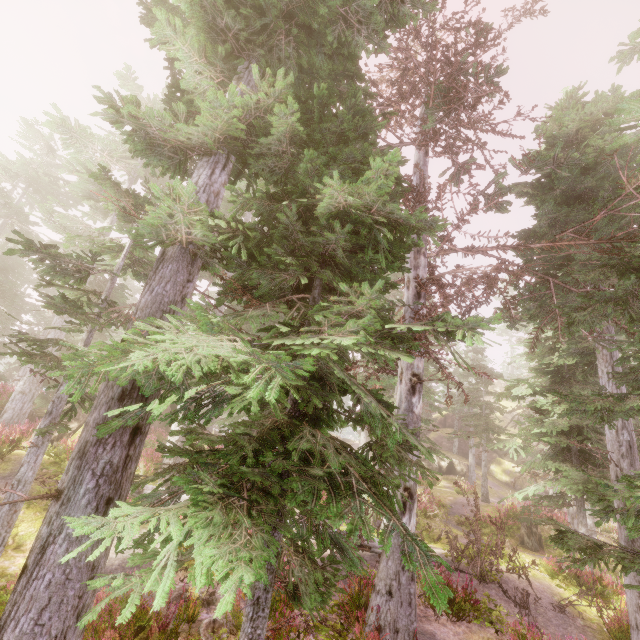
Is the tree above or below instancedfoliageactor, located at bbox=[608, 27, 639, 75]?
below

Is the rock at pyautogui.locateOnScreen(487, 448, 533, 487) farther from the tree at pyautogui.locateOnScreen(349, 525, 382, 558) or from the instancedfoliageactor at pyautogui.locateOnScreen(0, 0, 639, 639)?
the tree at pyautogui.locateOnScreen(349, 525, 382, 558)

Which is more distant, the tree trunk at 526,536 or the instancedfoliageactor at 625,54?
the tree trunk at 526,536

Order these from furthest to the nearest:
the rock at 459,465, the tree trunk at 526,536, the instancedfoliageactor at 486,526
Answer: the rock at 459,465
the instancedfoliageactor at 486,526
the tree trunk at 526,536

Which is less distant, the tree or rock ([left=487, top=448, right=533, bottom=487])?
the tree

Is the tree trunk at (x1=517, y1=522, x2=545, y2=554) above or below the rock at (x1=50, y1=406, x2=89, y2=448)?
below

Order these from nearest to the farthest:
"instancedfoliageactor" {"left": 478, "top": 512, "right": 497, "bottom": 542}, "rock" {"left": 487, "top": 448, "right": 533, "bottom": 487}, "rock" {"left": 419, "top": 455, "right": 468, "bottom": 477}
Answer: "instancedfoliageactor" {"left": 478, "top": 512, "right": 497, "bottom": 542} < "rock" {"left": 419, "top": 455, "right": 468, "bottom": 477} < "rock" {"left": 487, "top": 448, "right": 533, "bottom": 487}

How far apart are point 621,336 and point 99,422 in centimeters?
2699cm
